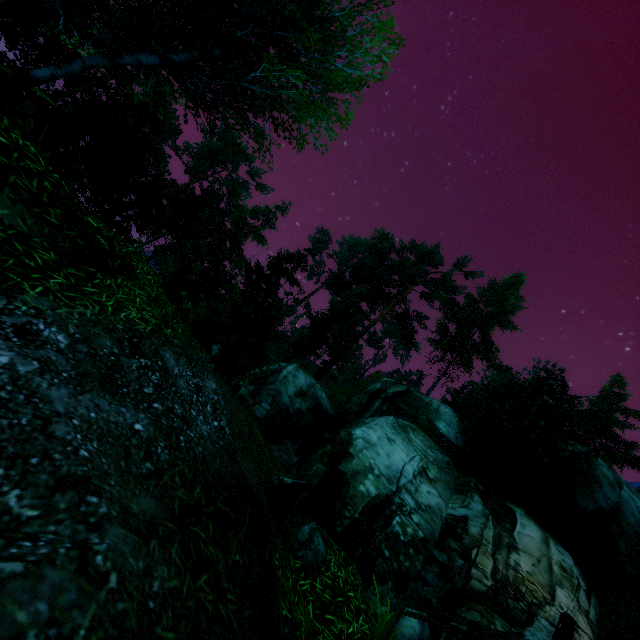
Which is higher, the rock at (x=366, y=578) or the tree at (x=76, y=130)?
the tree at (x=76, y=130)

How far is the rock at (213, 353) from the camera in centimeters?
688cm

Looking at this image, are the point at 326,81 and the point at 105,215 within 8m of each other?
no

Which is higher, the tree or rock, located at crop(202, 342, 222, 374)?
the tree

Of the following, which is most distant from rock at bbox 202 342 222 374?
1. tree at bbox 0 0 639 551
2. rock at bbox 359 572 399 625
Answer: rock at bbox 359 572 399 625

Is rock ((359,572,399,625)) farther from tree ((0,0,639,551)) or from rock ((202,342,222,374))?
rock ((202,342,222,374))

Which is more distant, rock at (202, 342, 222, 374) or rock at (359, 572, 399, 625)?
rock at (359, 572, 399, 625)
